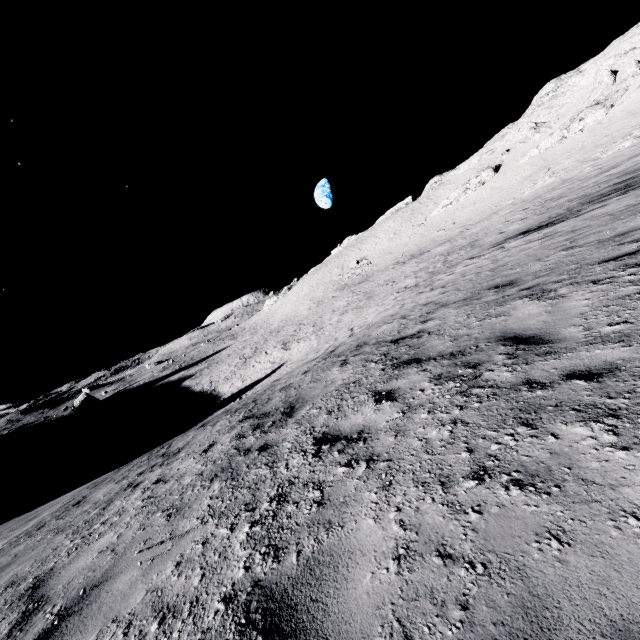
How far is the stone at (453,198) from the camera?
54.34m

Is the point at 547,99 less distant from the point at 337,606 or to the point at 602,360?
the point at 602,360

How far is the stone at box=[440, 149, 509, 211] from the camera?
54.3m
